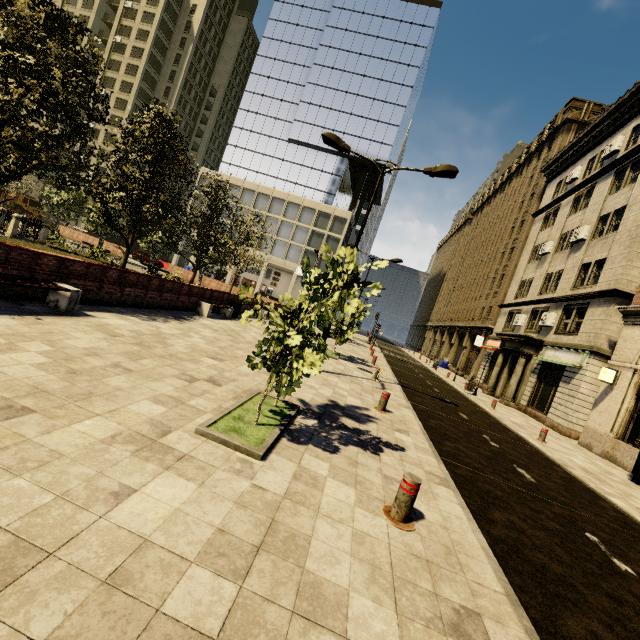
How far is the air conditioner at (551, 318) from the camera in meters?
21.0

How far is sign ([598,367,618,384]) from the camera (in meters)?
14.61

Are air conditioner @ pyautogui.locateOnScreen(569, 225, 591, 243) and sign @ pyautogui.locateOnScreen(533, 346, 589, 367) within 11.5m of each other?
yes

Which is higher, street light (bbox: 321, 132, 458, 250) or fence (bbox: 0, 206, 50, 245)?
street light (bbox: 321, 132, 458, 250)

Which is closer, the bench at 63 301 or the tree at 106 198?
the bench at 63 301

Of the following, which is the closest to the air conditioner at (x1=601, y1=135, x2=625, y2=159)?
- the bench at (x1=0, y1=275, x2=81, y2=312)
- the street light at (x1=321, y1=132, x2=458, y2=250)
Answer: the street light at (x1=321, y1=132, x2=458, y2=250)

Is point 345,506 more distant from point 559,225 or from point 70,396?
point 559,225

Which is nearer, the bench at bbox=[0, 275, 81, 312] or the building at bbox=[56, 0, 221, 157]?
the bench at bbox=[0, 275, 81, 312]
